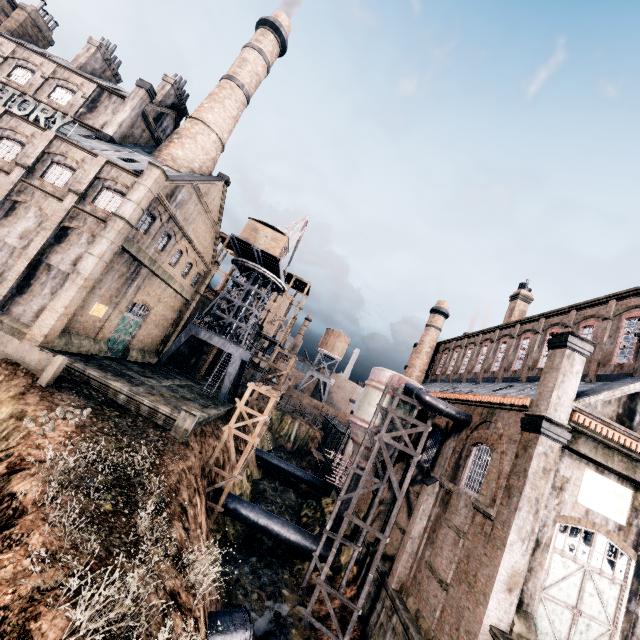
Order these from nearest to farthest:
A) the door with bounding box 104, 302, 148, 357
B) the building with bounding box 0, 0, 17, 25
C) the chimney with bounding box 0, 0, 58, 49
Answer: the door with bounding box 104, 302, 148, 357 → the chimney with bounding box 0, 0, 58, 49 → the building with bounding box 0, 0, 17, 25

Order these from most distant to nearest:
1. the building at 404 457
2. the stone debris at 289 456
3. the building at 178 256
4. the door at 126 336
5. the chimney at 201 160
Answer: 1. the stone debris at 289 456
2. the chimney at 201 160
3. the door at 126 336
4. the building at 404 457
5. the building at 178 256

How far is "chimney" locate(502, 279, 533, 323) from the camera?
32.7 meters

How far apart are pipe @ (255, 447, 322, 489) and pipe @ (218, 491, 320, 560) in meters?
18.4 m

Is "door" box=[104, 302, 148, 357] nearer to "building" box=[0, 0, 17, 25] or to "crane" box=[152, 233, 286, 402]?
"building" box=[0, 0, 17, 25]

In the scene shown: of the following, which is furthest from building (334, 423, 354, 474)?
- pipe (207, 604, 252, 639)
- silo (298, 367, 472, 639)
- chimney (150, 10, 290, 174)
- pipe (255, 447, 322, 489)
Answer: pipe (207, 604, 252, 639)

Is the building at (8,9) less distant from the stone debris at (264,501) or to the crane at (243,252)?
the crane at (243,252)

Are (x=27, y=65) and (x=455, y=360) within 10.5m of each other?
no
